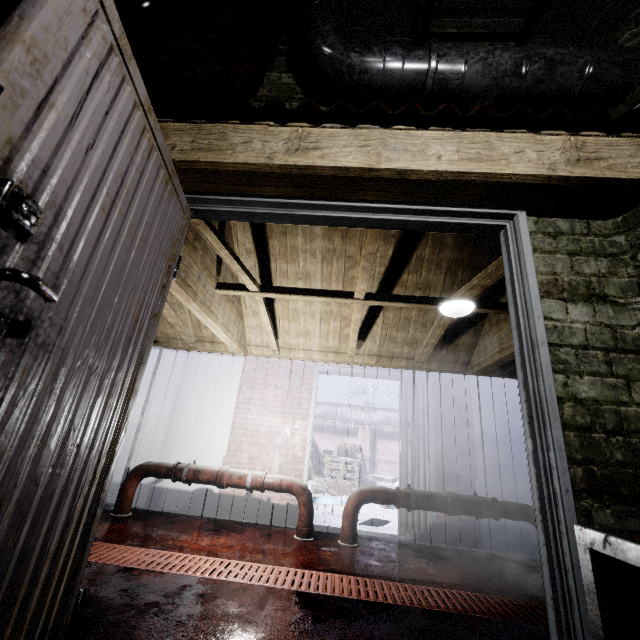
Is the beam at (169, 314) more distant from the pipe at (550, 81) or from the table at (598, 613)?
the table at (598, 613)

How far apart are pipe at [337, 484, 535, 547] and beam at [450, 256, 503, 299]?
1.5 meters

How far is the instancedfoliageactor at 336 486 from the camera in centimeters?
797cm

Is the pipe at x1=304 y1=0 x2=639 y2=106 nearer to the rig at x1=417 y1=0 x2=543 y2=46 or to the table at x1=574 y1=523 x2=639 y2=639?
the rig at x1=417 y1=0 x2=543 y2=46

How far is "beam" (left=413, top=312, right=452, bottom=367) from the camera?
3.4 meters

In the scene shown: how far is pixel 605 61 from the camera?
1.31m

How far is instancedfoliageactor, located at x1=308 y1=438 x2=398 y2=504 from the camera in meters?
8.0

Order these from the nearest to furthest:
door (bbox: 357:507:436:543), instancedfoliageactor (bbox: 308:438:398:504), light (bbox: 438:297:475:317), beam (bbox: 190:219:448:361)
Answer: beam (bbox: 190:219:448:361) → light (bbox: 438:297:475:317) → door (bbox: 357:507:436:543) → instancedfoliageactor (bbox: 308:438:398:504)
